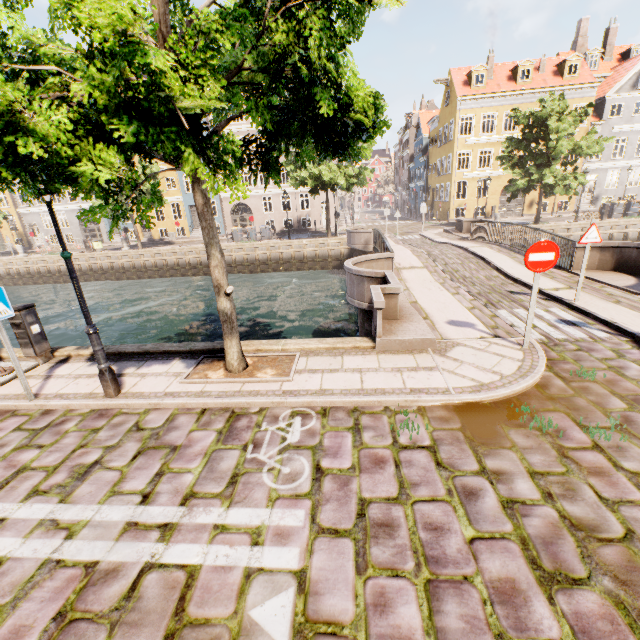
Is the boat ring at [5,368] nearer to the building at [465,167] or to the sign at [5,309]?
the sign at [5,309]

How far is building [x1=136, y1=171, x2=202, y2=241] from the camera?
33.8 meters

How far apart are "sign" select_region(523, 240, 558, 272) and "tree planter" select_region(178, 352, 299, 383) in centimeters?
429cm

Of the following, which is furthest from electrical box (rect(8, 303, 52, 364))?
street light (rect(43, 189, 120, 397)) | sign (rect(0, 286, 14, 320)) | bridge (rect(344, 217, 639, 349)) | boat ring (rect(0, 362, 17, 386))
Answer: bridge (rect(344, 217, 639, 349))

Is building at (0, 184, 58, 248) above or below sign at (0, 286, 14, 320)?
above

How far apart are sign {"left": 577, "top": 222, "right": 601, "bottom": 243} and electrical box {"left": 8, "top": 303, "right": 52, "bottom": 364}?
12.15m

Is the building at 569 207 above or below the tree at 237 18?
below

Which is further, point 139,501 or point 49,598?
point 139,501
